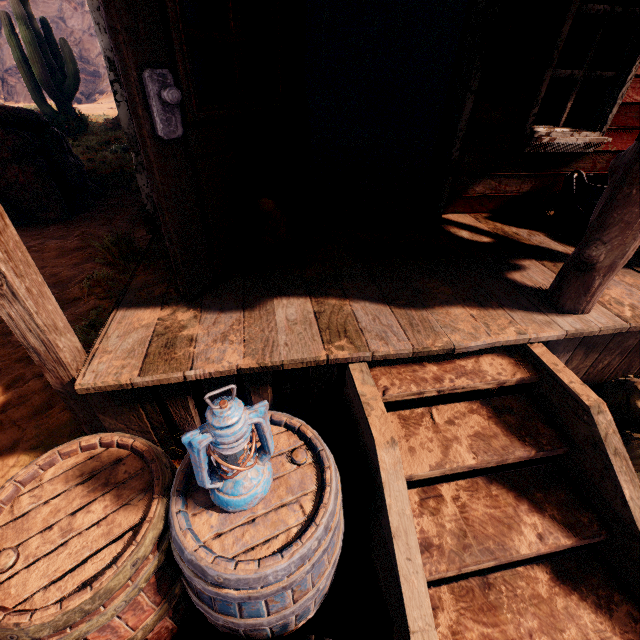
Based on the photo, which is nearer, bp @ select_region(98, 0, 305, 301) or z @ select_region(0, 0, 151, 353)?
bp @ select_region(98, 0, 305, 301)

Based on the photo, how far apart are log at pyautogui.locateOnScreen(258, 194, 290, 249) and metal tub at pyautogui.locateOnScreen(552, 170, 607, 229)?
2.8m

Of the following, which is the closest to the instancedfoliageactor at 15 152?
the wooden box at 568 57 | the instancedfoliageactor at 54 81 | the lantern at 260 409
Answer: the instancedfoliageactor at 54 81

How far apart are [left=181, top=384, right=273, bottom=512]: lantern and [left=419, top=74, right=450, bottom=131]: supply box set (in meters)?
9.88

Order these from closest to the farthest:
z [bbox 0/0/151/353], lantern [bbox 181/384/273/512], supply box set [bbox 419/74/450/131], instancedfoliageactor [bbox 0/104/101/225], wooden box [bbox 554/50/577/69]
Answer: lantern [bbox 181/384/273/512] < z [bbox 0/0/151/353] < instancedfoliageactor [bbox 0/104/101/225] < wooden box [bbox 554/50/577/69] < supply box set [bbox 419/74/450/131]

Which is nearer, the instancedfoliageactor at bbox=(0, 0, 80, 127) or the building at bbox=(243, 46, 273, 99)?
the building at bbox=(243, 46, 273, 99)

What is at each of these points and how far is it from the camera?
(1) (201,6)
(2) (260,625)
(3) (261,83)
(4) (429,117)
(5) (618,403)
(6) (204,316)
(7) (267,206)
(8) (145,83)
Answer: (1) building, 2.2m
(2) barrel, 1.1m
(3) building, 2.5m
(4) supply box set, 8.7m
(5) burlap sack, 2.3m
(6) building, 2.0m
(7) log, 2.5m
(8) bp, 1.4m

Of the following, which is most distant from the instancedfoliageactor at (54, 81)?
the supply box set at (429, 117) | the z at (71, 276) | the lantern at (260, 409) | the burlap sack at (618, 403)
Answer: the burlap sack at (618, 403)
